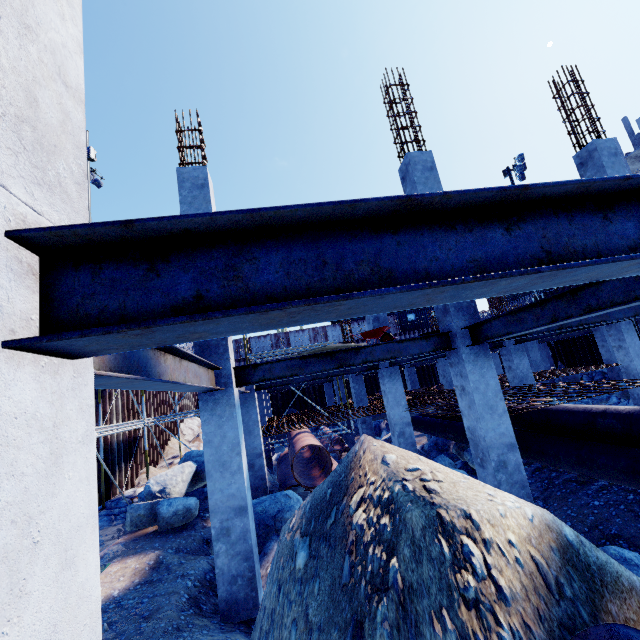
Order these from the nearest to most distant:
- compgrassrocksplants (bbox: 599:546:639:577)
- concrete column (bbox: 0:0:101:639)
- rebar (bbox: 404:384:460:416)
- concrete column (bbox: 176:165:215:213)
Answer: concrete column (bbox: 0:0:101:639) < compgrassrocksplants (bbox: 599:546:639:577) < concrete column (bbox: 176:165:215:213) < rebar (bbox: 404:384:460:416)

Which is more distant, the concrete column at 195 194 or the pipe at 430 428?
the pipe at 430 428

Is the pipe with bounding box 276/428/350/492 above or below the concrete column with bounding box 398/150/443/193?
below

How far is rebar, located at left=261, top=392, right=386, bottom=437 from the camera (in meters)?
11.30

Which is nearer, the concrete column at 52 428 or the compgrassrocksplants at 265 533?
the concrete column at 52 428

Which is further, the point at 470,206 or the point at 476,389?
the point at 476,389

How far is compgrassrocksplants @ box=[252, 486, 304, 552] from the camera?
7.14m

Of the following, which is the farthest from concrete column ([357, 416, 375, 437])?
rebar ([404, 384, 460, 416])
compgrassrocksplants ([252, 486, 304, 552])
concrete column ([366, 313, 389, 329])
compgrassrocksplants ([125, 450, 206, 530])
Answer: compgrassrocksplants ([252, 486, 304, 552])
